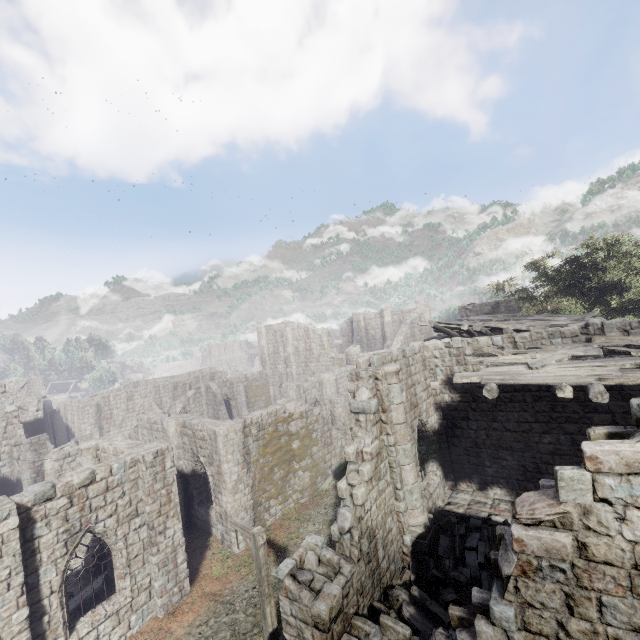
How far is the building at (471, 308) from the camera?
29.0m

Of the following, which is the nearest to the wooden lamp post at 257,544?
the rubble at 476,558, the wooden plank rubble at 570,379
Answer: the rubble at 476,558

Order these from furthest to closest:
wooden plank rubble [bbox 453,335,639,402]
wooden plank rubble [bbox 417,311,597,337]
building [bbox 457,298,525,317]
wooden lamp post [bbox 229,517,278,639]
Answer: building [bbox 457,298,525,317], wooden plank rubble [bbox 417,311,597,337], wooden lamp post [bbox 229,517,278,639], wooden plank rubble [bbox 453,335,639,402]

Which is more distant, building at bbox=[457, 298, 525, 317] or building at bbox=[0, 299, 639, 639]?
building at bbox=[457, 298, 525, 317]

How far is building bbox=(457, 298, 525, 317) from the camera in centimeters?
2905cm

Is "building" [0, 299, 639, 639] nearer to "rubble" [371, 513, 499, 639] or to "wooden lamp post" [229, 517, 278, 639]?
"rubble" [371, 513, 499, 639]

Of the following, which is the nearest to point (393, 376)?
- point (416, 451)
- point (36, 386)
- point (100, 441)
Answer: point (416, 451)

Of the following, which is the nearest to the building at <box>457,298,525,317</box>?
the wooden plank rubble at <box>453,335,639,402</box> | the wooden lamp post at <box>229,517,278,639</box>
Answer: the wooden plank rubble at <box>453,335,639,402</box>
